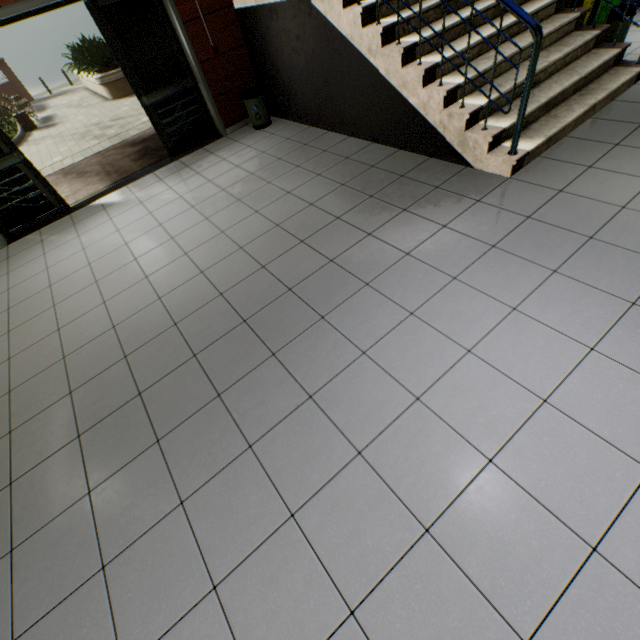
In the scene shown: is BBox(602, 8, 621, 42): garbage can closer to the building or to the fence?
the building

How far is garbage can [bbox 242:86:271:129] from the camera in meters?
5.5 m

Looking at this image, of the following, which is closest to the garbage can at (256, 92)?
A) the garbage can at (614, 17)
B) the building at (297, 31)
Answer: the building at (297, 31)

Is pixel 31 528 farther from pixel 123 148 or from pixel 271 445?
pixel 123 148

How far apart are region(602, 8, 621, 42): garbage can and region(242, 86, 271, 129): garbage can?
4.8 meters

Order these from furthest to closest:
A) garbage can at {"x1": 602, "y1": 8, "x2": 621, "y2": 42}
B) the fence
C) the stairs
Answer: the fence, garbage can at {"x1": 602, "y1": 8, "x2": 621, "y2": 42}, the stairs

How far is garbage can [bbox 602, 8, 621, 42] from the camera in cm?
393

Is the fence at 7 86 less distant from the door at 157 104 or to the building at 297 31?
the door at 157 104
